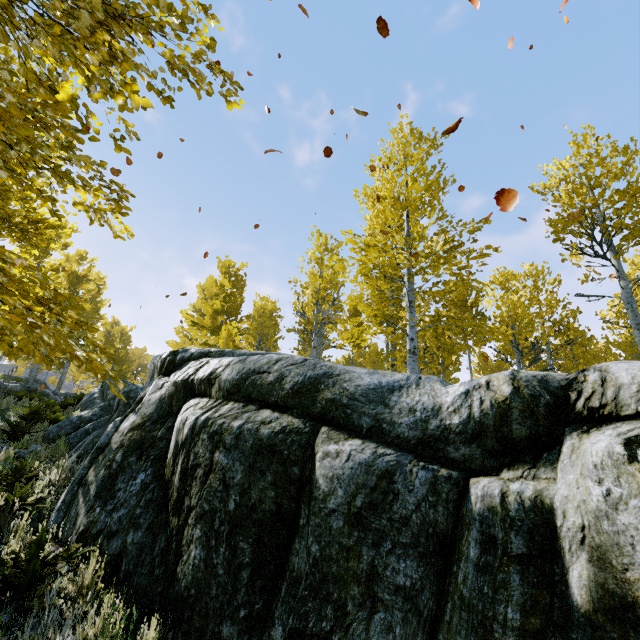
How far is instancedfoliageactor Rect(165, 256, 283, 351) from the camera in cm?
1345

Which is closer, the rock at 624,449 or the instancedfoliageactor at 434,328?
the rock at 624,449

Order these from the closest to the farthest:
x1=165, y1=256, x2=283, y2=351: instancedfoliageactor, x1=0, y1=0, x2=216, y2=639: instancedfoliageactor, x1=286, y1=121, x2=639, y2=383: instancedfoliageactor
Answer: x1=0, y1=0, x2=216, y2=639: instancedfoliageactor < x1=286, y1=121, x2=639, y2=383: instancedfoliageactor < x1=165, y1=256, x2=283, y2=351: instancedfoliageactor

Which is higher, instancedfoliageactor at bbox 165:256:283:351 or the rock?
instancedfoliageactor at bbox 165:256:283:351

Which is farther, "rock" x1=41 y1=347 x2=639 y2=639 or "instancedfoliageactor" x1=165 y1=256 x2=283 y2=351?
"instancedfoliageactor" x1=165 y1=256 x2=283 y2=351

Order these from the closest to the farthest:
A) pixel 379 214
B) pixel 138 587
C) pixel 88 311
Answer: pixel 138 587 → pixel 379 214 → pixel 88 311
